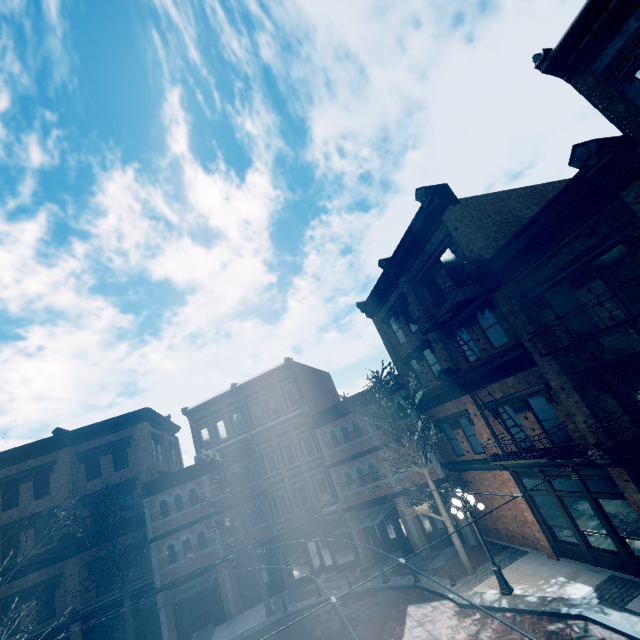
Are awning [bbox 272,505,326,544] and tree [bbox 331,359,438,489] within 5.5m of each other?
no

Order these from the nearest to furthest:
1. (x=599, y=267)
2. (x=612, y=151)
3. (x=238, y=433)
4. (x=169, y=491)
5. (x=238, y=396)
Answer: (x=612, y=151)
(x=599, y=267)
(x=169, y=491)
(x=238, y=433)
(x=238, y=396)

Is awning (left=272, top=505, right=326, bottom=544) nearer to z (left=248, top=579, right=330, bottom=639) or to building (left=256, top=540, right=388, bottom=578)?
building (left=256, top=540, right=388, bottom=578)

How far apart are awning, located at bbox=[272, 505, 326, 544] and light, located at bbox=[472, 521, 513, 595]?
9.3 meters

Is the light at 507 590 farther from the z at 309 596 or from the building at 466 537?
the building at 466 537

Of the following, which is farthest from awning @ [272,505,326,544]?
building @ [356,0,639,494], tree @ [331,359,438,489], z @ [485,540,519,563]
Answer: tree @ [331,359,438,489]

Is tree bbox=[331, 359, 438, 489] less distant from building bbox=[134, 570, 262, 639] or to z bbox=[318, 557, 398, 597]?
z bbox=[318, 557, 398, 597]
